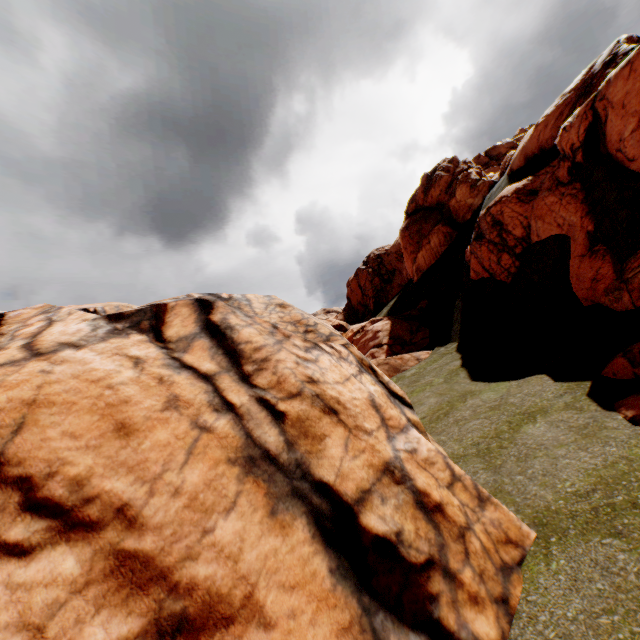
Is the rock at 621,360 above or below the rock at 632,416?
above

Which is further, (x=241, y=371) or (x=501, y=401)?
(x=501, y=401)

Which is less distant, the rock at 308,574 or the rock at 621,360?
the rock at 308,574

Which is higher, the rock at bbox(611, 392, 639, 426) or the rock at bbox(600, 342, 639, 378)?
the rock at bbox(600, 342, 639, 378)

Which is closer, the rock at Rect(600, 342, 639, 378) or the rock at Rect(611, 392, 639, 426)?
the rock at Rect(611, 392, 639, 426)
